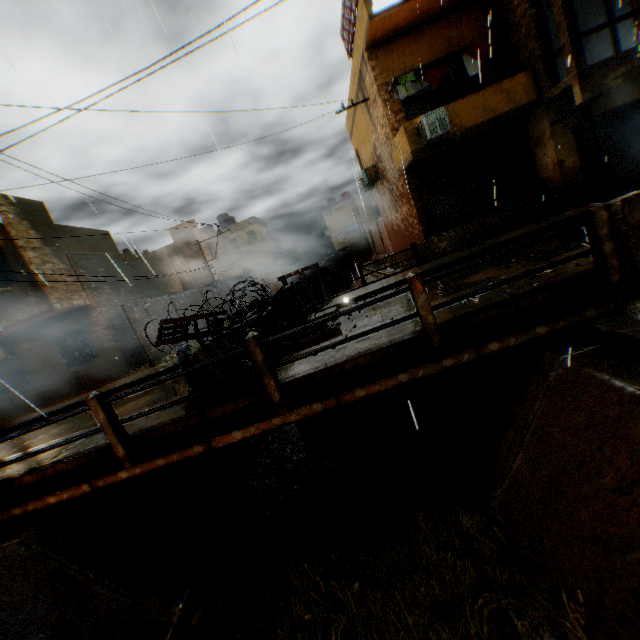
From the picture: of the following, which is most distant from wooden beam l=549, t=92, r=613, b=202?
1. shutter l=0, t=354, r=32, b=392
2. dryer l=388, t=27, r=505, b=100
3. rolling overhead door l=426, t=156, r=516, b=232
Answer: shutter l=0, t=354, r=32, b=392

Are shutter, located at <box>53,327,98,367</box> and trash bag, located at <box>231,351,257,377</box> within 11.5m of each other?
no

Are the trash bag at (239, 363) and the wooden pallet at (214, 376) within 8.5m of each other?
yes

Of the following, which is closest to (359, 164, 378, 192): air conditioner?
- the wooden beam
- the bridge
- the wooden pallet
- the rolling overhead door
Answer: the rolling overhead door

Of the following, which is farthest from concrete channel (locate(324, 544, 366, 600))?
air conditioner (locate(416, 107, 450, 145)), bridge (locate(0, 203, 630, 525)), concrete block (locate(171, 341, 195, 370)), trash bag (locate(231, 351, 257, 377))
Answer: air conditioner (locate(416, 107, 450, 145))

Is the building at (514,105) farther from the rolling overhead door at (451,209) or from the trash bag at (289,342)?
the trash bag at (289,342)

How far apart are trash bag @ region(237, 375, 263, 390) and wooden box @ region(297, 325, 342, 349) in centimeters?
70cm

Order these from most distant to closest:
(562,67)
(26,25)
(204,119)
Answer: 1. (562,67)
2. (26,25)
3. (204,119)
